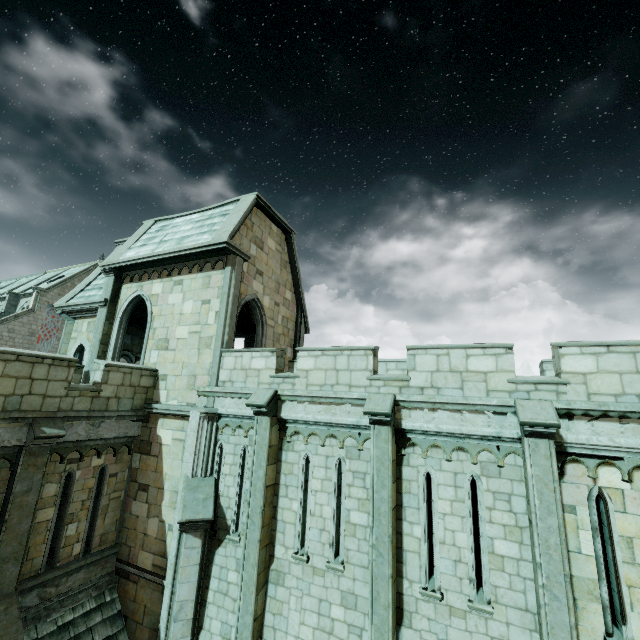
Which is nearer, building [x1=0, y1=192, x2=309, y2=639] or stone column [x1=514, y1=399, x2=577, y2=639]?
stone column [x1=514, y1=399, x2=577, y2=639]

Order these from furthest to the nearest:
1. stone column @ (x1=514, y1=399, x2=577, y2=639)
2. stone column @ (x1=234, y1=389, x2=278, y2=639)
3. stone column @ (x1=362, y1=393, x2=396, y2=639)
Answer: stone column @ (x1=234, y1=389, x2=278, y2=639) → stone column @ (x1=362, y1=393, x2=396, y2=639) → stone column @ (x1=514, y1=399, x2=577, y2=639)

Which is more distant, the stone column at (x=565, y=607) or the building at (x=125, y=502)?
the building at (x=125, y=502)

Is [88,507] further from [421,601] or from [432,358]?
[432,358]

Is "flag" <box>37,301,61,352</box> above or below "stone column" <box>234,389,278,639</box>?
above

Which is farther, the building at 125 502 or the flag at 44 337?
the flag at 44 337

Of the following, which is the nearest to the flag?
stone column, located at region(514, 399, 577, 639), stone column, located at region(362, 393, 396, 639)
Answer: stone column, located at region(362, 393, 396, 639)

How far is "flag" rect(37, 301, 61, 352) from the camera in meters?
36.5
